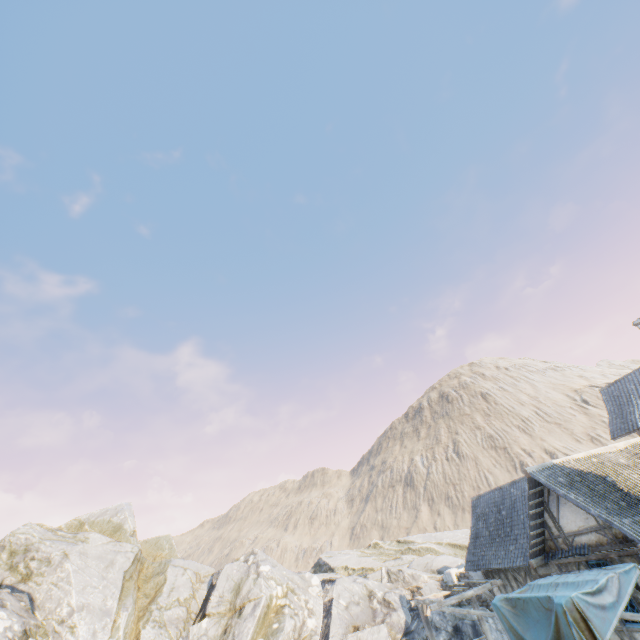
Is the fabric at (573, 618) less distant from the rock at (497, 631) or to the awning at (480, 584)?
the awning at (480, 584)

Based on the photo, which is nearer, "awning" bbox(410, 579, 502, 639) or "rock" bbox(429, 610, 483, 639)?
"awning" bbox(410, 579, 502, 639)

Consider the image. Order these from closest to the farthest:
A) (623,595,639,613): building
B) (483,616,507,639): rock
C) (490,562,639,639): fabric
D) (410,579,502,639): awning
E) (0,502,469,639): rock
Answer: (490,562,639,639): fabric, (623,595,639,613): building, (410,579,502,639): awning, (0,502,469,639): rock, (483,616,507,639): rock

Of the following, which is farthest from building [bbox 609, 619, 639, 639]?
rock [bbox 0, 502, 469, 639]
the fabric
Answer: rock [bbox 0, 502, 469, 639]

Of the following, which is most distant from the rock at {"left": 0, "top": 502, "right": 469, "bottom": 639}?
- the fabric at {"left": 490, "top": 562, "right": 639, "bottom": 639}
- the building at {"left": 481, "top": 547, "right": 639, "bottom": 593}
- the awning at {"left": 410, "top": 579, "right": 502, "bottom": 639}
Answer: the fabric at {"left": 490, "top": 562, "right": 639, "bottom": 639}

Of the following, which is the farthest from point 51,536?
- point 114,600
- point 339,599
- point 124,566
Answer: point 339,599

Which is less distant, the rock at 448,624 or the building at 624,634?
the building at 624,634

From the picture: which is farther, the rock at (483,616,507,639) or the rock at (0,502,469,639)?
the rock at (483,616,507,639)
